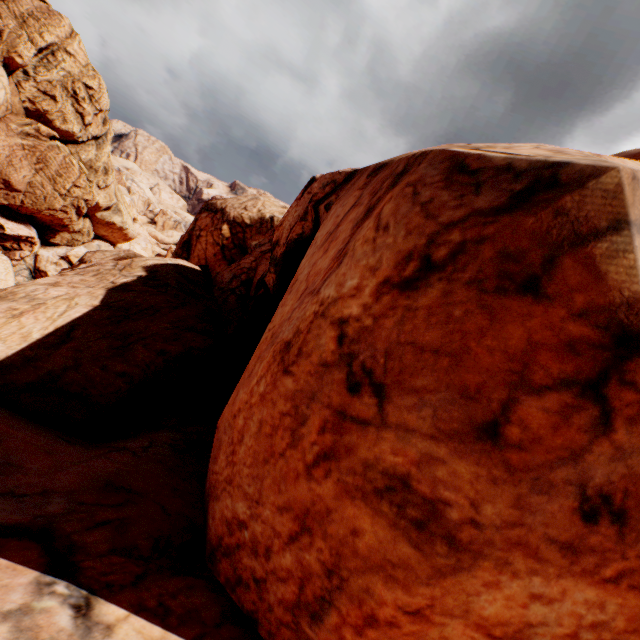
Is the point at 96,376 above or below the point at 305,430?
below
